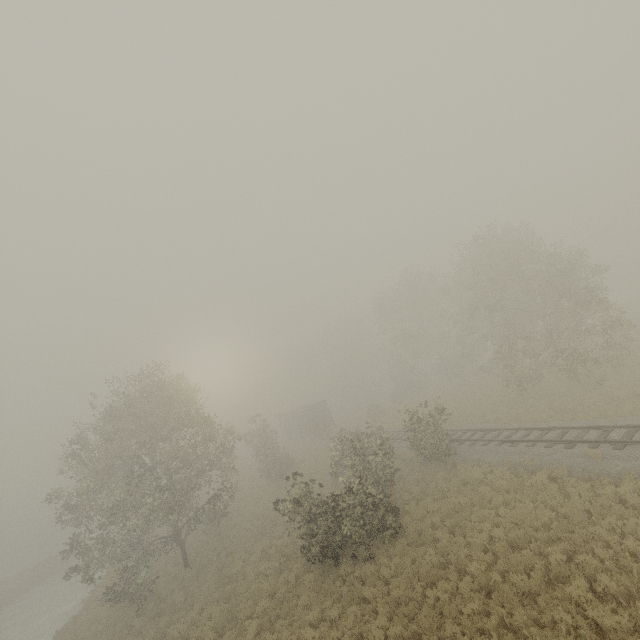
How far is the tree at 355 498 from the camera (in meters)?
15.31

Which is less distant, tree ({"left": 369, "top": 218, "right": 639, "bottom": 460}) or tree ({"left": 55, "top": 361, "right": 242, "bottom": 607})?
tree ({"left": 55, "top": 361, "right": 242, "bottom": 607})

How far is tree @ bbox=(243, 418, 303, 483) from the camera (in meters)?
34.12

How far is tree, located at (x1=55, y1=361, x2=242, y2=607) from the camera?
Result: 19.52m

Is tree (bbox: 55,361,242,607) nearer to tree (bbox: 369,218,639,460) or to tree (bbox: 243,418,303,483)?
tree (bbox: 243,418,303,483)

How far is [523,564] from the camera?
10.82m

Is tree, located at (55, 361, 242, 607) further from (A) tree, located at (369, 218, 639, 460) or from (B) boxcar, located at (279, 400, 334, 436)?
(B) boxcar, located at (279, 400, 334, 436)

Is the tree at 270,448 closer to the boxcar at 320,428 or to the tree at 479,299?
the tree at 479,299
